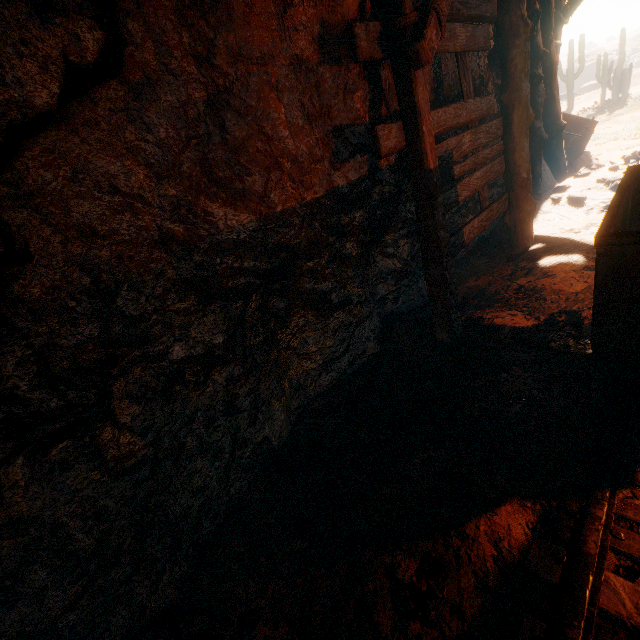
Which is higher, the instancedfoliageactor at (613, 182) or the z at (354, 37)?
the instancedfoliageactor at (613, 182)

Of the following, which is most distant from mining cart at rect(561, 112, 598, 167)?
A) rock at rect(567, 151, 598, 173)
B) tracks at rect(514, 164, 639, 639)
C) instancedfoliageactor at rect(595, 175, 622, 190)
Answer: instancedfoliageactor at rect(595, 175, 622, 190)

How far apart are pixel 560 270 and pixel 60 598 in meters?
5.4 m

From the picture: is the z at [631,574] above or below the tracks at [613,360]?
below

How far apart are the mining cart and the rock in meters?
0.0

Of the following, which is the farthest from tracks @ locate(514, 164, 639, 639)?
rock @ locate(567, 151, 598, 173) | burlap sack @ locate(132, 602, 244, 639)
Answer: rock @ locate(567, 151, 598, 173)

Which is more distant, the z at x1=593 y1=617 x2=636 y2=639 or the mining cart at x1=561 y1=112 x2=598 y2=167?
the mining cart at x1=561 y1=112 x2=598 y2=167

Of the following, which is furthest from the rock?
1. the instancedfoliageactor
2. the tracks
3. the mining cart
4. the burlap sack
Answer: the burlap sack
